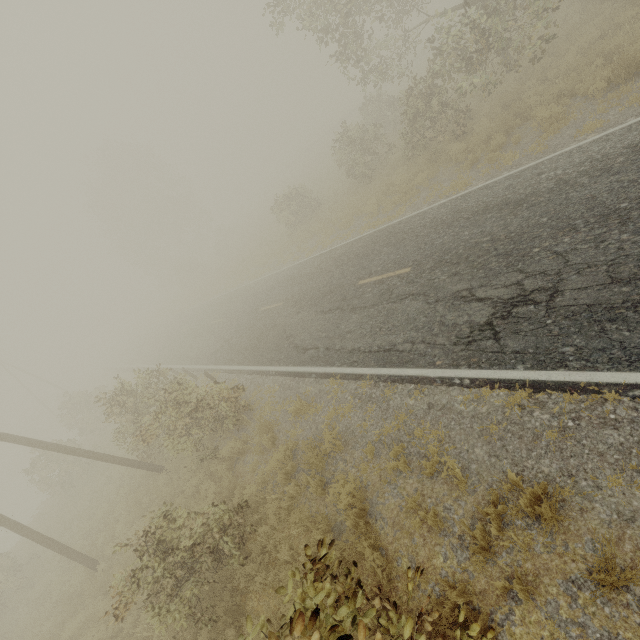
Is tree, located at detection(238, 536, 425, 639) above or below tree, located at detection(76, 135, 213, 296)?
below

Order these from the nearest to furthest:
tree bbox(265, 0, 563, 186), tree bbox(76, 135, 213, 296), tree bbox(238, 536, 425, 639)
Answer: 1. tree bbox(238, 536, 425, 639)
2. tree bbox(265, 0, 563, 186)
3. tree bbox(76, 135, 213, 296)

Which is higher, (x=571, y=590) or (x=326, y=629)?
(x=326, y=629)

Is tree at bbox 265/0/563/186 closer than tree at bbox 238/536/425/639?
No

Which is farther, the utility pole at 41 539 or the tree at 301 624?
the utility pole at 41 539

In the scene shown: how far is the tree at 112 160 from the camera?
40.7 meters

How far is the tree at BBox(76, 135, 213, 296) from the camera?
40.7 meters

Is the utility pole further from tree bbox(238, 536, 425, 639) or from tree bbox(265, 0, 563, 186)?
tree bbox(265, 0, 563, 186)
